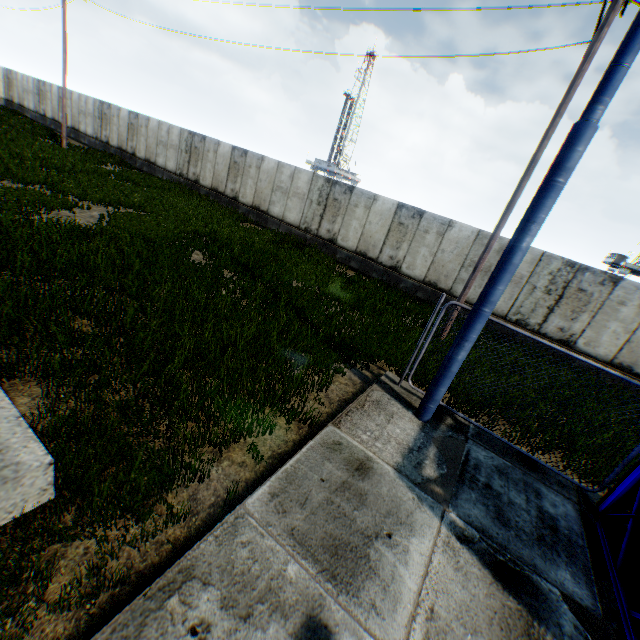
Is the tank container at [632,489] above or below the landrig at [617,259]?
below

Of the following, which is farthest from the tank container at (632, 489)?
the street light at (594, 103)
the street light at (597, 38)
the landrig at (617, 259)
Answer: the landrig at (617, 259)

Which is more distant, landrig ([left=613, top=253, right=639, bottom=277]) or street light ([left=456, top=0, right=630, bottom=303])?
landrig ([left=613, top=253, right=639, bottom=277])

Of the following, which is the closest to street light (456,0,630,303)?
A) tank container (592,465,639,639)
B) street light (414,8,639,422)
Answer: street light (414,8,639,422)

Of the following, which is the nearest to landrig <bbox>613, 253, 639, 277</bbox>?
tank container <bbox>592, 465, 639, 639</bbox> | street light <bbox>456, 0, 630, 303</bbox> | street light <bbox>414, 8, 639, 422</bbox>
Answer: street light <bbox>456, 0, 630, 303</bbox>

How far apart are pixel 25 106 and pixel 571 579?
49.14m

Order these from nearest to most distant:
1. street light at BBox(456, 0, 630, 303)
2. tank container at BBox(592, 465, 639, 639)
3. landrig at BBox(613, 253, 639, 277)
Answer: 1. tank container at BBox(592, 465, 639, 639)
2. street light at BBox(456, 0, 630, 303)
3. landrig at BBox(613, 253, 639, 277)
